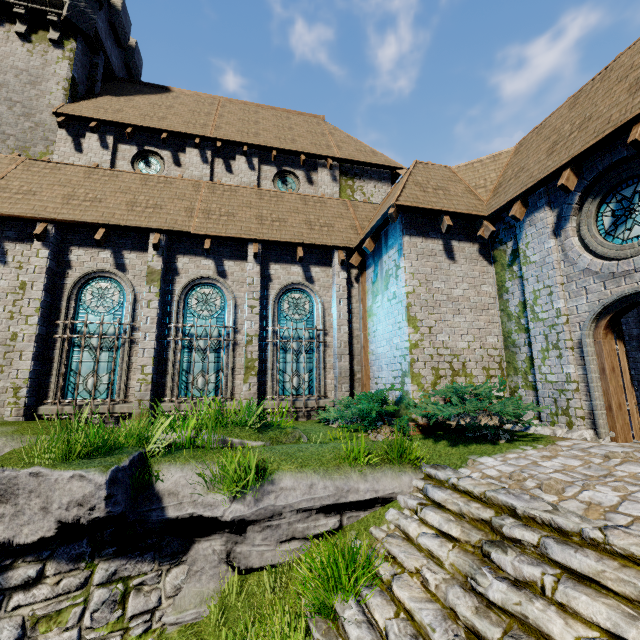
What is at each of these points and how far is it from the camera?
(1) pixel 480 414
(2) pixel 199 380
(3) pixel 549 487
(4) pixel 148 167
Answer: (1) bush, 6.78m
(2) window glass, 10.01m
(3) instancedfoliageactor, 4.53m
(4) window glass, 13.97m

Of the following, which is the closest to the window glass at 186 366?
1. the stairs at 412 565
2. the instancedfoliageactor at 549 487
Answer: the stairs at 412 565

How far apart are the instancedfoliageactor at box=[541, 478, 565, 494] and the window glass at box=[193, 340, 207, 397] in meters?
8.3 m

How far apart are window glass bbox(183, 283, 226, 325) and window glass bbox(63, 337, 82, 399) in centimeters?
154cm

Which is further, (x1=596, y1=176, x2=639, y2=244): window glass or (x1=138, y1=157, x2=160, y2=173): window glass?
(x1=138, y1=157, x2=160, y2=173): window glass

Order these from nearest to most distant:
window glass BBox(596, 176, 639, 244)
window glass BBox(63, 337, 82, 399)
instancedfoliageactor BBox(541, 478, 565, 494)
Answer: instancedfoliageactor BBox(541, 478, 565, 494) → window glass BBox(596, 176, 639, 244) → window glass BBox(63, 337, 82, 399)

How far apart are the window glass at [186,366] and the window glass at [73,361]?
1.5m
